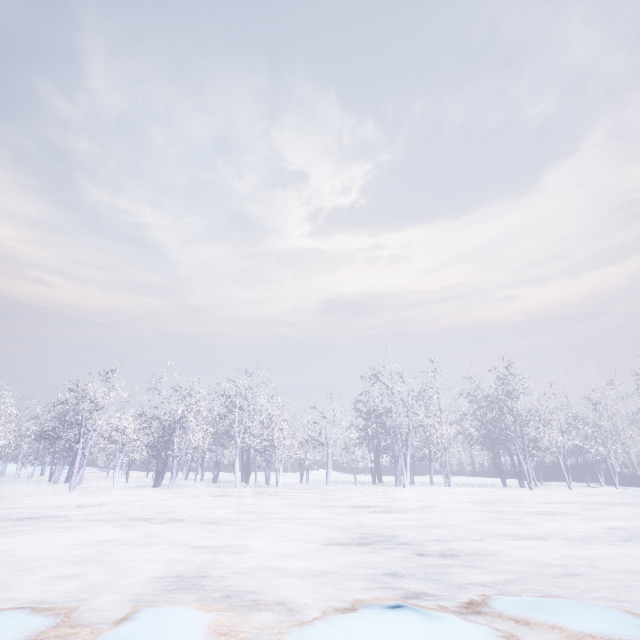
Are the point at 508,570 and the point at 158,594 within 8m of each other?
yes
